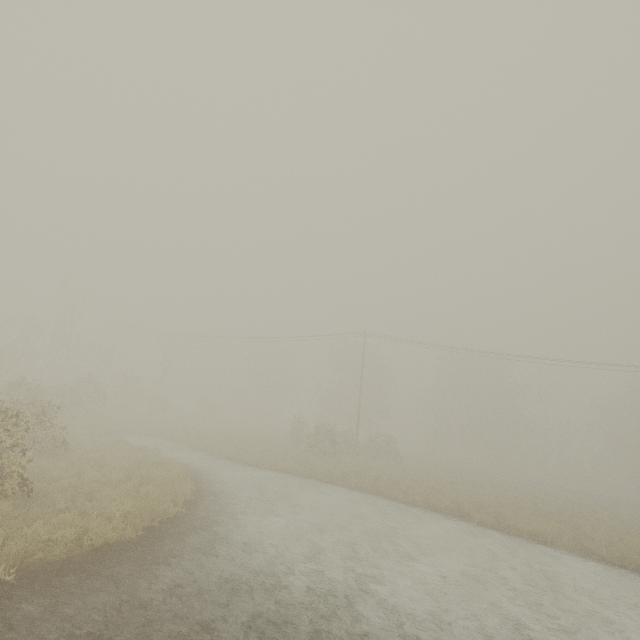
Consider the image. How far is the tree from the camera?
43.2m

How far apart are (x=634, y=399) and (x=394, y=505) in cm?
5038

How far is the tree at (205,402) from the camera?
43.2 meters
